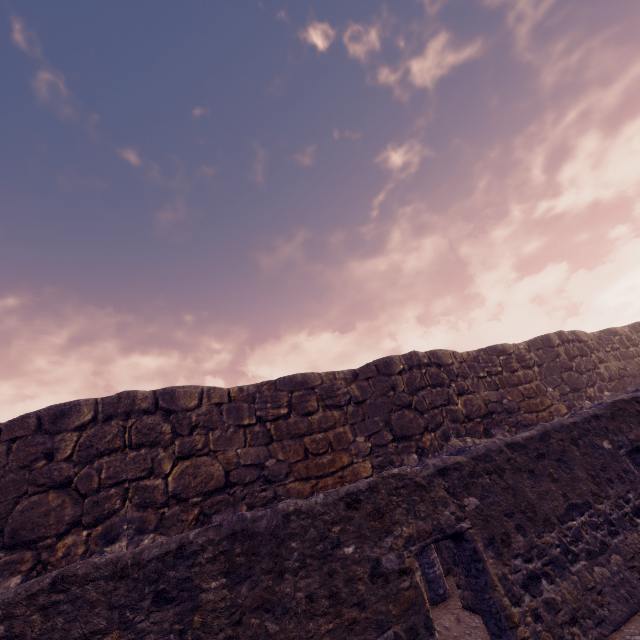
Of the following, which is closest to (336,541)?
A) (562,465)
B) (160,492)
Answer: (562,465)
